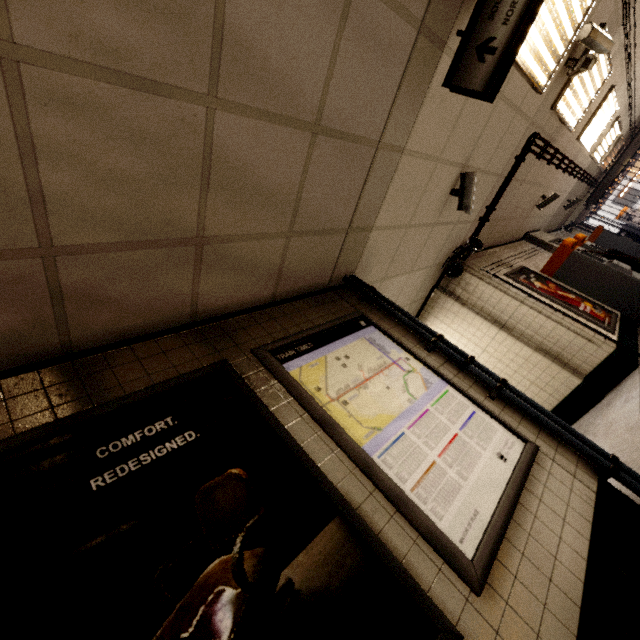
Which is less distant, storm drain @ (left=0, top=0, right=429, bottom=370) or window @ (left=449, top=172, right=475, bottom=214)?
storm drain @ (left=0, top=0, right=429, bottom=370)

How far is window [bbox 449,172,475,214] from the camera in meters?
3.9 m

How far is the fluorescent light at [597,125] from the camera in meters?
6.5 m

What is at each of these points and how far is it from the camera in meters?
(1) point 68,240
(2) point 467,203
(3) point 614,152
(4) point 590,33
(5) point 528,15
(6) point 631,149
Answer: (1) storm drain, 1.5 m
(2) window, 4.0 m
(3) fluorescent light, 11.6 m
(4) window, 3.8 m
(5) sign, 2.2 m
(6) sign, 12.0 m

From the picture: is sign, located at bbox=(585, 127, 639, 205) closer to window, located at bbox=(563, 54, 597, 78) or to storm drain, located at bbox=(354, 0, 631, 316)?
storm drain, located at bbox=(354, 0, 631, 316)

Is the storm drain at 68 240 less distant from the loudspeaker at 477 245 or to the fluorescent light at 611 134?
the loudspeaker at 477 245

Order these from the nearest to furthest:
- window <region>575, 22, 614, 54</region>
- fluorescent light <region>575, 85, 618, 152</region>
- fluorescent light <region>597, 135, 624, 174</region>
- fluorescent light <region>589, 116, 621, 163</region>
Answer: window <region>575, 22, 614, 54</region> < fluorescent light <region>575, 85, 618, 152</region> < fluorescent light <region>589, 116, 621, 163</region> < fluorescent light <region>597, 135, 624, 174</region>

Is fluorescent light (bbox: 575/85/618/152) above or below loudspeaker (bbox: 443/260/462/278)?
above
